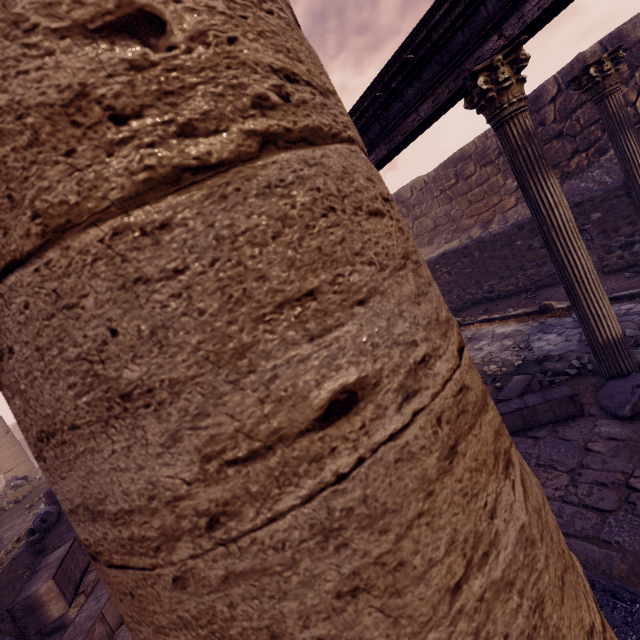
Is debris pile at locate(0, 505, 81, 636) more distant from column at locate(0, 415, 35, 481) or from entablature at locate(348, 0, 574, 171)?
column at locate(0, 415, 35, 481)

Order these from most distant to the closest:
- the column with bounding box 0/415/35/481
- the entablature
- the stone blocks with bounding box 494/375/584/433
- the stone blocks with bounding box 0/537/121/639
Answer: the column with bounding box 0/415/35/481 → the stone blocks with bounding box 494/375/584/433 → the entablature → the stone blocks with bounding box 0/537/121/639

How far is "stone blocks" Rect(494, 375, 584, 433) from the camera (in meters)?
3.50

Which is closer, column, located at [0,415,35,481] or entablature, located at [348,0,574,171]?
entablature, located at [348,0,574,171]

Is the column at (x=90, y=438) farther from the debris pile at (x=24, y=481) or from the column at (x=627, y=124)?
the debris pile at (x=24, y=481)

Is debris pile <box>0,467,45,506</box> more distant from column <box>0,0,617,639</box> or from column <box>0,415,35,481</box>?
column <box>0,0,617,639</box>

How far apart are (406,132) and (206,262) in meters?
4.6 m

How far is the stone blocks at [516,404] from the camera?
3.5m
